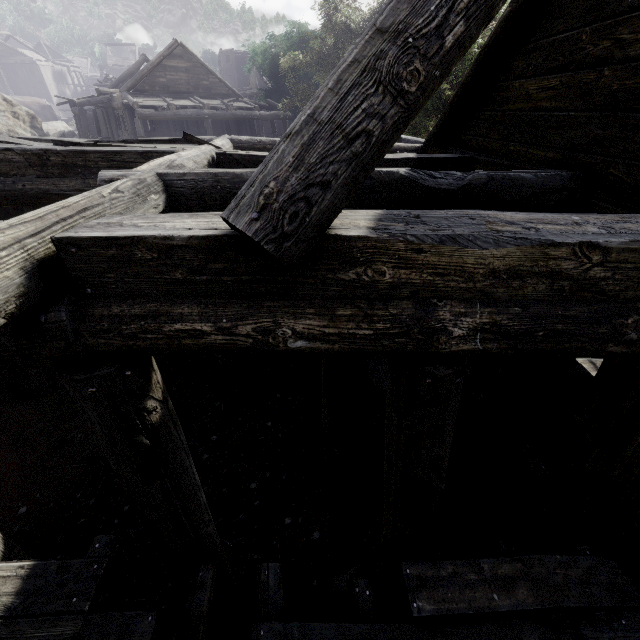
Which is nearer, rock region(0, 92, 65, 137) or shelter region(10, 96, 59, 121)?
rock region(0, 92, 65, 137)

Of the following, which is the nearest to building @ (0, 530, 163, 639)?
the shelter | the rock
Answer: the rock

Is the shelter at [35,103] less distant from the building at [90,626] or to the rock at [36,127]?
the rock at [36,127]

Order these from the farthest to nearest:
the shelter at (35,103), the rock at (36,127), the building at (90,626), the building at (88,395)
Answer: the shelter at (35,103) < the rock at (36,127) < the building at (90,626) < the building at (88,395)

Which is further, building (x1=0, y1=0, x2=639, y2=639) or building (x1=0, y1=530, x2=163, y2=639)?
building (x1=0, y1=530, x2=163, y2=639)

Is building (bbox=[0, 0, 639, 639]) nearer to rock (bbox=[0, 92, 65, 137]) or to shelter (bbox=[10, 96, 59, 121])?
rock (bbox=[0, 92, 65, 137])

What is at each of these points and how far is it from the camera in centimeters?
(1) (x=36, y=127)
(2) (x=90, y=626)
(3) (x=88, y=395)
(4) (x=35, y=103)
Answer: (1) rock, 2277cm
(2) building, 263cm
(3) building, 207cm
(4) shelter, 3966cm
